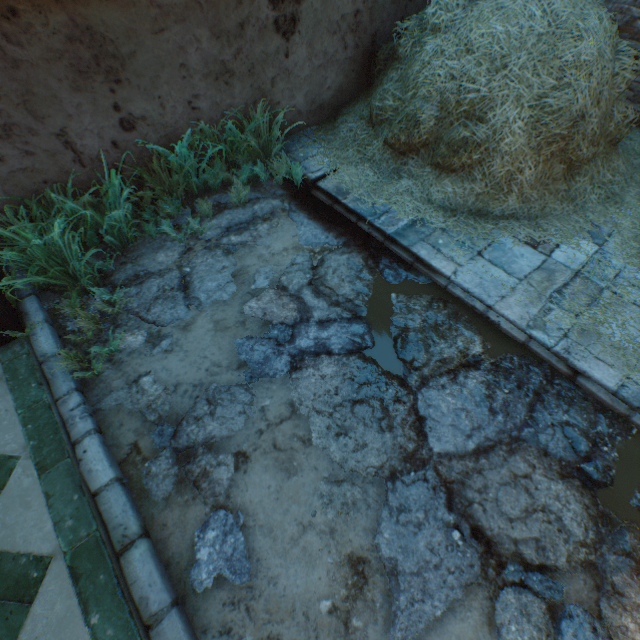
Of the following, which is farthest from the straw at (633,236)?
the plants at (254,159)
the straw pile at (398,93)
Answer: the plants at (254,159)

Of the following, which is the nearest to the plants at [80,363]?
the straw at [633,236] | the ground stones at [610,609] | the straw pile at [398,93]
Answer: the ground stones at [610,609]

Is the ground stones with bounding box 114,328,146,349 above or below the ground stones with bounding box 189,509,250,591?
below

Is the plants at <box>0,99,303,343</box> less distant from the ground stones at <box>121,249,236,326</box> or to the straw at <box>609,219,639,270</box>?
the ground stones at <box>121,249,236,326</box>

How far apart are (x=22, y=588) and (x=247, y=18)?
4.57m

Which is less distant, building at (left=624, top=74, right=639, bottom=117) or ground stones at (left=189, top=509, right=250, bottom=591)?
ground stones at (left=189, top=509, right=250, bottom=591)

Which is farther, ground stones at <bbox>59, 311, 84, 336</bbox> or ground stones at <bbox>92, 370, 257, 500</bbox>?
ground stones at <bbox>59, 311, 84, 336</bbox>

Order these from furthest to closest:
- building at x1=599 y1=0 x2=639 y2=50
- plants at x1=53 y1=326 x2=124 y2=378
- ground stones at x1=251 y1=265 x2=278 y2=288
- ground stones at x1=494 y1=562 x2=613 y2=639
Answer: building at x1=599 y1=0 x2=639 y2=50 → ground stones at x1=251 y1=265 x2=278 y2=288 → plants at x1=53 y1=326 x2=124 y2=378 → ground stones at x1=494 y1=562 x2=613 y2=639
